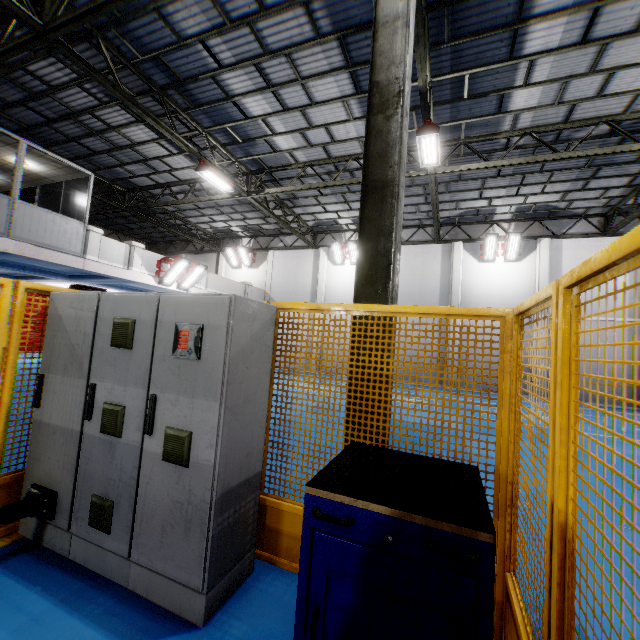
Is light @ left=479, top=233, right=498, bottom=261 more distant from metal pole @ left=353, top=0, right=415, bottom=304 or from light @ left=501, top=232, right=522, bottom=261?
metal pole @ left=353, top=0, right=415, bottom=304

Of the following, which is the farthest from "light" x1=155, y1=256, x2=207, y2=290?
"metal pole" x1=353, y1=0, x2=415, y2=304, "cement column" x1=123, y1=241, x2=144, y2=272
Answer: "metal pole" x1=353, y1=0, x2=415, y2=304

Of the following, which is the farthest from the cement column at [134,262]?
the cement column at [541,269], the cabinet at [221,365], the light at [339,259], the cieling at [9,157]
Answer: the cement column at [541,269]

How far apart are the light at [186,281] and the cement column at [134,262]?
0.66m

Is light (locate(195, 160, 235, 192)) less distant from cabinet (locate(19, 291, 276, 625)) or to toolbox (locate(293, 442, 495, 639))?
cabinet (locate(19, 291, 276, 625))

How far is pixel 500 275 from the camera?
16.8m

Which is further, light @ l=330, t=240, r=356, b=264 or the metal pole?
light @ l=330, t=240, r=356, b=264

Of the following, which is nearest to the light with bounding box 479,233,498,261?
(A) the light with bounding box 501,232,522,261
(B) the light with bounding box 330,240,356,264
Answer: (A) the light with bounding box 501,232,522,261
